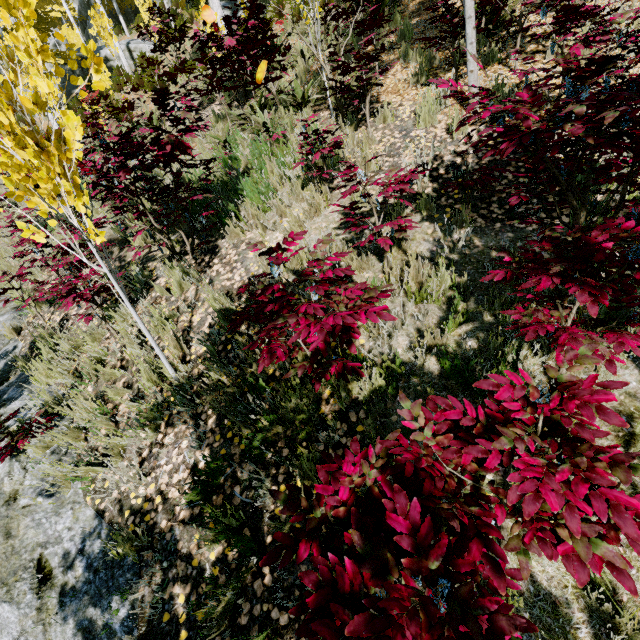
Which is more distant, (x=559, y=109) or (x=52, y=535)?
(x=52, y=535)

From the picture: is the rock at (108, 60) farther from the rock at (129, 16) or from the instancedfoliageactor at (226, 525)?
the rock at (129, 16)

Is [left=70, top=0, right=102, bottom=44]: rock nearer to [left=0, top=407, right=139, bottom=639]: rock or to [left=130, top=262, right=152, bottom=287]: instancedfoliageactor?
[left=130, top=262, right=152, bottom=287]: instancedfoliageactor

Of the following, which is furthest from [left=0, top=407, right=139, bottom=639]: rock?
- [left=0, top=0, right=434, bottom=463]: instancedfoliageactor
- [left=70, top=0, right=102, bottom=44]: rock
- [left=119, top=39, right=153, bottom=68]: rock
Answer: [left=119, top=39, right=153, bottom=68]: rock

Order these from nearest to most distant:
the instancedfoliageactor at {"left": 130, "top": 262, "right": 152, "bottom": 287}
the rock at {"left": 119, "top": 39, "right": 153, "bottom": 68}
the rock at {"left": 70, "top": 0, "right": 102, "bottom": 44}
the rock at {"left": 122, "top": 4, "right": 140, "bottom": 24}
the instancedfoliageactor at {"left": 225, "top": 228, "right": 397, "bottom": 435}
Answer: the instancedfoliageactor at {"left": 225, "top": 228, "right": 397, "bottom": 435} < the instancedfoliageactor at {"left": 130, "top": 262, "right": 152, "bottom": 287} < the rock at {"left": 119, "top": 39, "right": 153, "bottom": 68} < the rock at {"left": 122, "top": 4, "right": 140, "bottom": 24} < the rock at {"left": 70, "top": 0, "right": 102, "bottom": 44}

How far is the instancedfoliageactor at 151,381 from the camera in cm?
338

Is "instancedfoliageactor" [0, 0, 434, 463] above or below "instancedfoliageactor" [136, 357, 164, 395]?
above
